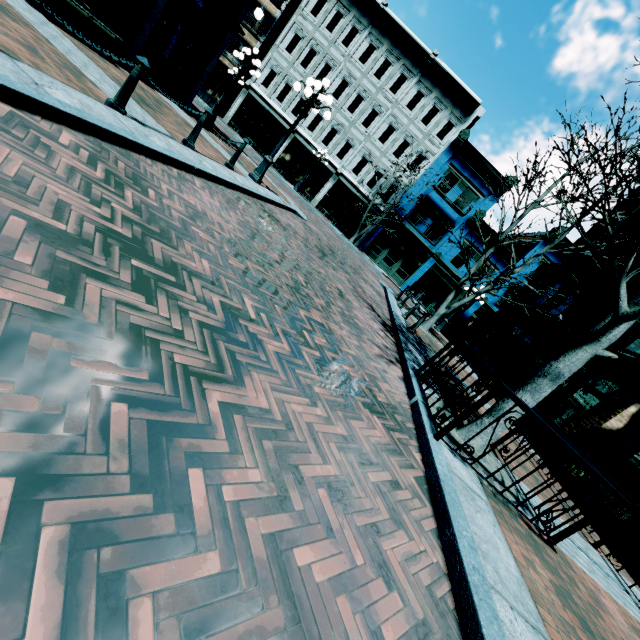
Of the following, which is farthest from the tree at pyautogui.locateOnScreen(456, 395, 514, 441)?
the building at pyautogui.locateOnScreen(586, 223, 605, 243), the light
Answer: the light

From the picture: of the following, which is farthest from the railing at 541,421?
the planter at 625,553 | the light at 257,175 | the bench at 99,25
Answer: the bench at 99,25

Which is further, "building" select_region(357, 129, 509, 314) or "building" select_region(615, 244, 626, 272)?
"building" select_region(357, 129, 509, 314)

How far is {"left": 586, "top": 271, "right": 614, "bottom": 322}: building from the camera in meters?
12.5

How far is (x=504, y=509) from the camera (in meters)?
3.85

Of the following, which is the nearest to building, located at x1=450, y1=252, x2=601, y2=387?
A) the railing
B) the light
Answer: the light

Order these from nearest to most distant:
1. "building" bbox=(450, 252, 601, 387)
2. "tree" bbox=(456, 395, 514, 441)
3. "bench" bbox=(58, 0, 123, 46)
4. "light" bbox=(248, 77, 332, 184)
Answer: "tree" bbox=(456, 395, 514, 441), "bench" bbox=(58, 0, 123, 46), "light" bbox=(248, 77, 332, 184), "building" bbox=(450, 252, 601, 387)

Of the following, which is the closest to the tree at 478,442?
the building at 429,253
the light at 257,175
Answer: the light at 257,175
